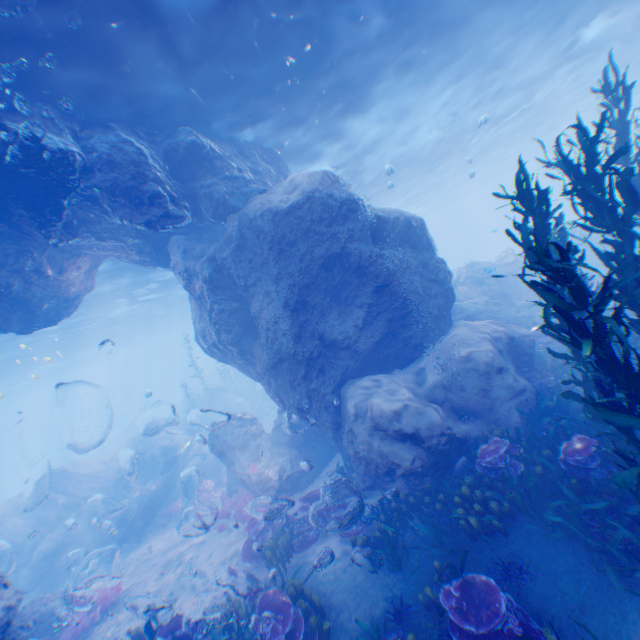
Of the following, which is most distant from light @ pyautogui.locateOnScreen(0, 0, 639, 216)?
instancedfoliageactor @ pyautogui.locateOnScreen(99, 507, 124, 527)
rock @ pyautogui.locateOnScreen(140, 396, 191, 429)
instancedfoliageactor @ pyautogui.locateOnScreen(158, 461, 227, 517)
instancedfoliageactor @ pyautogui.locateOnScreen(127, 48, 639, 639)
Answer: rock @ pyautogui.locateOnScreen(140, 396, 191, 429)

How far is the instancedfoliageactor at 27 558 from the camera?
14.89m

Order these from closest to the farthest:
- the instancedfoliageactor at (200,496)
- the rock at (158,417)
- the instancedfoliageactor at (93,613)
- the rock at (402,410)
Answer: the rock at (402,410), the instancedfoliageactor at (93,613), the instancedfoliageactor at (200,496), the rock at (158,417)

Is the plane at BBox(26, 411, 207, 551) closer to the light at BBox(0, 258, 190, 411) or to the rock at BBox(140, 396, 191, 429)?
the light at BBox(0, 258, 190, 411)

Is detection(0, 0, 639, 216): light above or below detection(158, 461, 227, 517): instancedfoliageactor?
above

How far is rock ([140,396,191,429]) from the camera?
36.9 meters

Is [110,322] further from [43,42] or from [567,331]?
[567,331]

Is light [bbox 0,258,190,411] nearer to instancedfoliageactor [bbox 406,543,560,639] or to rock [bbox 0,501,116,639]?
rock [bbox 0,501,116,639]
